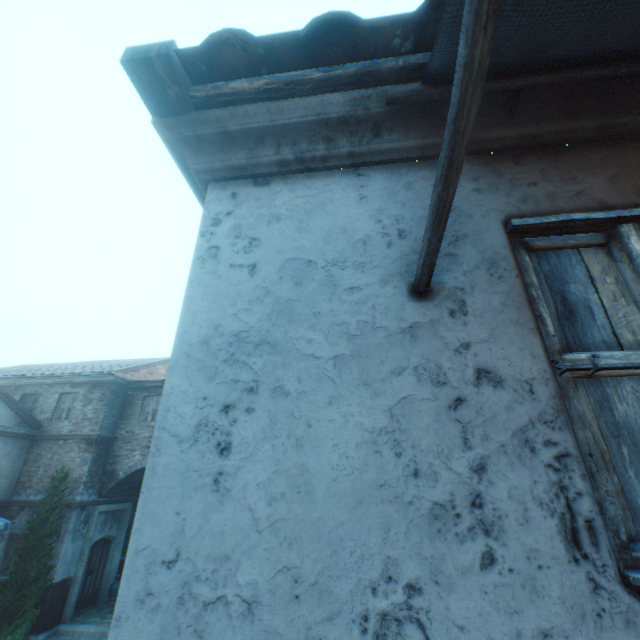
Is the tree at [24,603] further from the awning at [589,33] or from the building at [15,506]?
the awning at [589,33]

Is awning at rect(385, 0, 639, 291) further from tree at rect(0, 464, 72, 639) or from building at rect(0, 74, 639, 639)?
tree at rect(0, 464, 72, 639)

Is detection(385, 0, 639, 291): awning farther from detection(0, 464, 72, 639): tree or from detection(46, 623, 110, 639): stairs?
detection(46, 623, 110, 639): stairs

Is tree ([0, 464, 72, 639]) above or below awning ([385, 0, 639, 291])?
below

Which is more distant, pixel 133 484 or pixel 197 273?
pixel 133 484

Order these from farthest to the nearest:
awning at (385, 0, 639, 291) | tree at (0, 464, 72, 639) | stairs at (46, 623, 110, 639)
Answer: stairs at (46, 623, 110, 639)
tree at (0, 464, 72, 639)
awning at (385, 0, 639, 291)

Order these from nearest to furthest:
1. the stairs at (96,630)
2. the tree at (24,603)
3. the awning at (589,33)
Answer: the awning at (589,33), the tree at (24,603), the stairs at (96,630)
